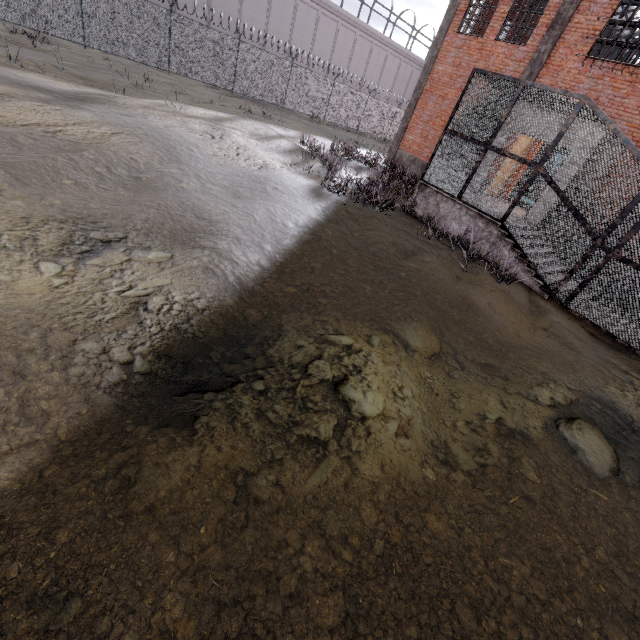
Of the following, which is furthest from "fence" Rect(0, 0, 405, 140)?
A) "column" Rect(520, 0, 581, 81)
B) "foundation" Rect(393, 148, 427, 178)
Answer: "column" Rect(520, 0, 581, 81)

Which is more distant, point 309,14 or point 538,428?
point 309,14

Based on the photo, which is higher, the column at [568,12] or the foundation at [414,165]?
the column at [568,12]

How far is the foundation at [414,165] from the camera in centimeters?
1661cm

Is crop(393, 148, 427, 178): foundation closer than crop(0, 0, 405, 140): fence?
No

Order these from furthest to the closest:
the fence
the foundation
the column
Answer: the foundation → the fence → the column

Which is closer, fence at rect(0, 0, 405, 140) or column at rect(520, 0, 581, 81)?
column at rect(520, 0, 581, 81)
